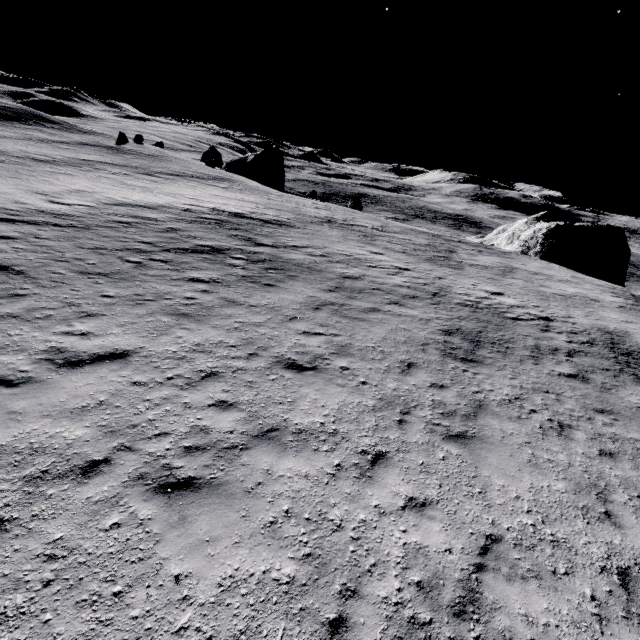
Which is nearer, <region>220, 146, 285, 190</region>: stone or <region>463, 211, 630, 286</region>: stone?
<region>463, 211, 630, 286</region>: stone

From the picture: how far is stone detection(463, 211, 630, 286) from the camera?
34.7m

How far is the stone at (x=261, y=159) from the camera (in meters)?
53.56

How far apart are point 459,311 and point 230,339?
10.9 meters

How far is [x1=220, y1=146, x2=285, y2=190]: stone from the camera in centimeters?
5356cm

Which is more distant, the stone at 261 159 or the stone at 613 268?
the stone at 261 159
